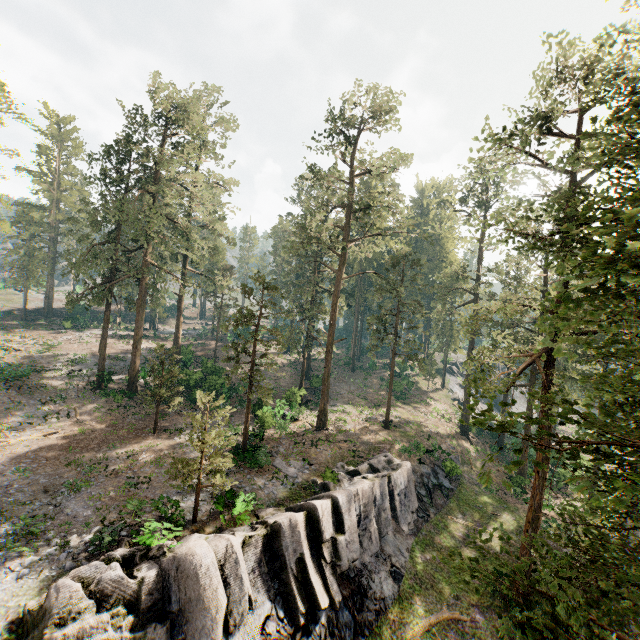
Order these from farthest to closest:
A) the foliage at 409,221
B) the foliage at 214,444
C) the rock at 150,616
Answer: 1. the foliage at 214,444
2. the rock at 150,616
3. the foliage at 409,221

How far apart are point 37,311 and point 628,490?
72.8m

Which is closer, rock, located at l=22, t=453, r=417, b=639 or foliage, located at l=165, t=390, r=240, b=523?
rock, located at l=22, t=453, r=417, b=639

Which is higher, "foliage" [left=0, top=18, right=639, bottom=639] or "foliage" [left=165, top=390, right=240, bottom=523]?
"foliage" [left=0, top=18, right=639, bottom=639]

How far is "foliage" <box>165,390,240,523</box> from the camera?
16.0 meters

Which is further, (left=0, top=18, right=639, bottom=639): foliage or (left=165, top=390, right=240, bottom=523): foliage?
(left=165, top=390, right=240, bottom=523): foliage

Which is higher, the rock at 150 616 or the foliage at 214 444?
the foliage at 214 444
